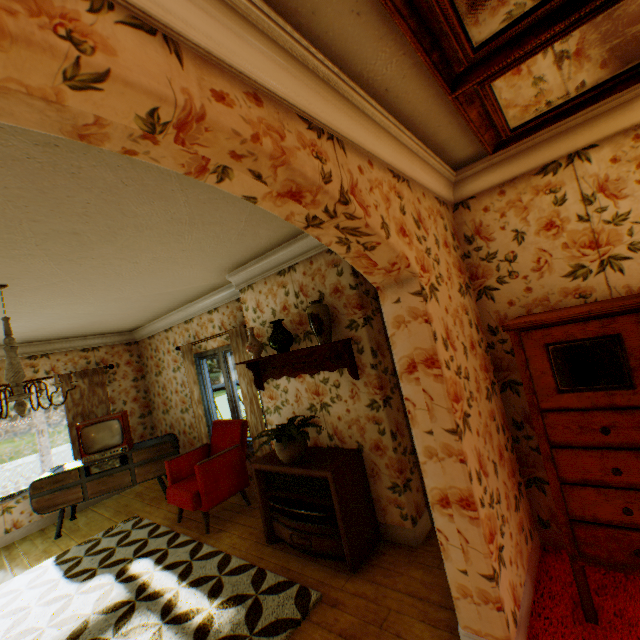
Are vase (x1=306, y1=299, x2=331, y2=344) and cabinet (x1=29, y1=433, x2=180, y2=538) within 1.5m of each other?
no

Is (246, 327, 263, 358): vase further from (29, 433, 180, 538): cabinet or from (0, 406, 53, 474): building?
(29, 433, 180, 538): cabinet

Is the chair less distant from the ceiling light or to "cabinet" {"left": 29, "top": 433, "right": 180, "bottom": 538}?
"cabinet" {"left": 29, "top": 433, "right": 180, "bottom": 538}

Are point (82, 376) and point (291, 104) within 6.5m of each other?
no

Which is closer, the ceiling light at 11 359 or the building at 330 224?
the building at 330 224

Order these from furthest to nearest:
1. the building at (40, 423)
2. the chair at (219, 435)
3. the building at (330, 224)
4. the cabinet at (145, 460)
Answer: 1. the building at (40, 423)
2. the cabinet at (145, 460)
3. the chair at (219, 435)
4. the building at (330, 224)

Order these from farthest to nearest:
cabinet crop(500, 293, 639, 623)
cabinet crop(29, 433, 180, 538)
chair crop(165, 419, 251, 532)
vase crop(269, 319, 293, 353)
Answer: cabinet crop(29, 433, 180, 538)
chair crop(165, 419, 251, 532)
vase crop(269, 319, 293, 353)
cabinet crop(500, 293, 639, 623)

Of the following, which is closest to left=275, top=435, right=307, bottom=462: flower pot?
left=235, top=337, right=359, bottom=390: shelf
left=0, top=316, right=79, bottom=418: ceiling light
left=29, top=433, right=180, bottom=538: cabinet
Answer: left=235, top=337, right=359, bottom=390: shelf
